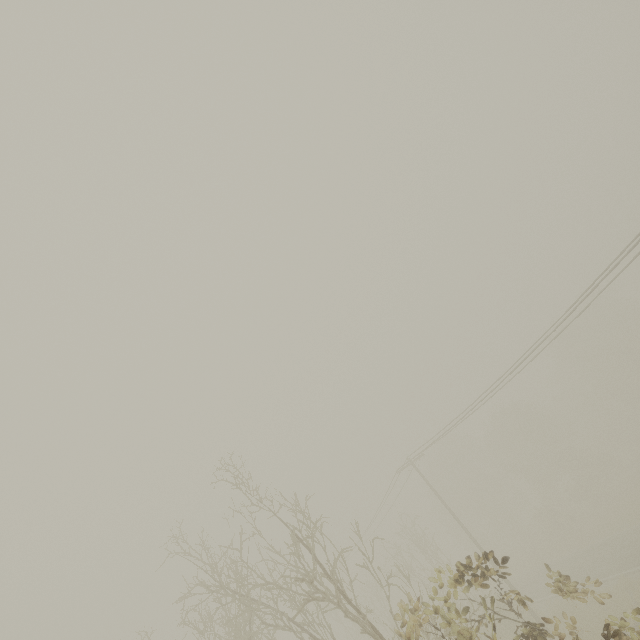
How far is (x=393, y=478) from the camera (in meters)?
25.03
